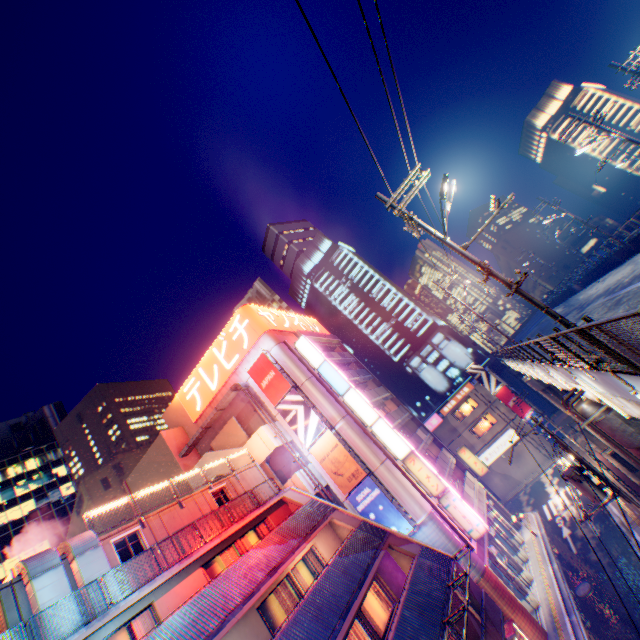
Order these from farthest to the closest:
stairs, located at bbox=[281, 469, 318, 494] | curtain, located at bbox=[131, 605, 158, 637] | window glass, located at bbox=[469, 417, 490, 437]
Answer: window glass, located at bbox=[469, 417, 490, 437]
stairs, located at bbox=[281, 469, 318, 494]
curtain, located at bbox=[131, 605, 158, 637]

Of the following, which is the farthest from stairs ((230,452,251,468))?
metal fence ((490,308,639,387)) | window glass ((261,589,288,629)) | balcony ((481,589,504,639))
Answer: balcony ((481,589,504,639))

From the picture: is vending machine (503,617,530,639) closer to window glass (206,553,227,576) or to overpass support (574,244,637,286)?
overpass support (574,244,637,286)

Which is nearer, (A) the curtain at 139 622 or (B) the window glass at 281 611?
(A) the curtain at 139 622

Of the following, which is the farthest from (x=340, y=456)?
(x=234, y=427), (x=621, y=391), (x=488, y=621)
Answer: (x=621, y=391)

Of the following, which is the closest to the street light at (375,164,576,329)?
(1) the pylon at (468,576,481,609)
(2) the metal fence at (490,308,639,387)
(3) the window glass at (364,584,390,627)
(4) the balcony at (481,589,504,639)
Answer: (2) the metal fence at (490,308,639,387)

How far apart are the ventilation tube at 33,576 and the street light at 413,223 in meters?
18.4

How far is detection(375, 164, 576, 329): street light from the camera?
9.31m
